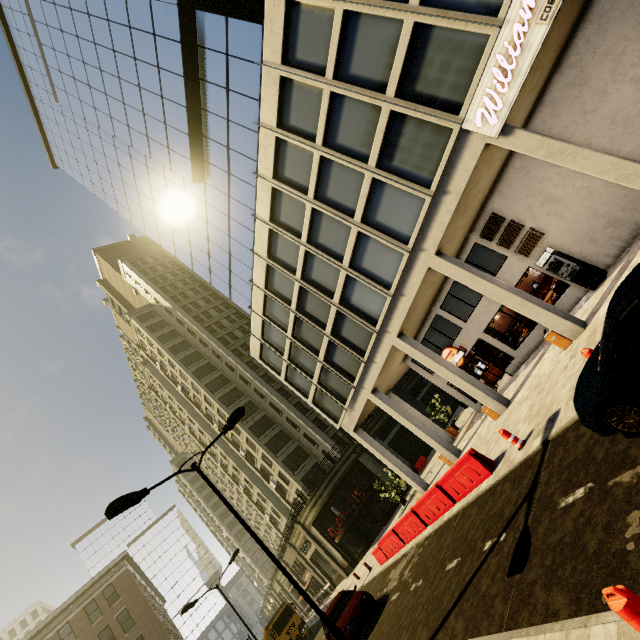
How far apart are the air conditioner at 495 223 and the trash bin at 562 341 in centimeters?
550cm

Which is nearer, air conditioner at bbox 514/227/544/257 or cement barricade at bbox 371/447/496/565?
cement barricade at bbox 371/447/496/565

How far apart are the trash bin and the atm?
3.1m

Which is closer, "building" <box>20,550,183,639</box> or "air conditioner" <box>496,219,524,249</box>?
"air conditioner" <box>496,219,524,249</box>

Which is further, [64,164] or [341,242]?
[64,164]

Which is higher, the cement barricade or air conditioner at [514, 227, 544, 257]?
air conditioner at [514, 227, 544, 257]

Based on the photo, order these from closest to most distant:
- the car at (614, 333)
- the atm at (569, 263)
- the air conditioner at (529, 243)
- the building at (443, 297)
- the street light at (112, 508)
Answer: the car at (614, 333), the street light at (112, 508), the building at (443, 297), the atm at (569, 263), the air conditioner at (529, 243)

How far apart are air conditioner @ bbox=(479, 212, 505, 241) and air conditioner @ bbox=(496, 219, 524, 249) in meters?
0.2
